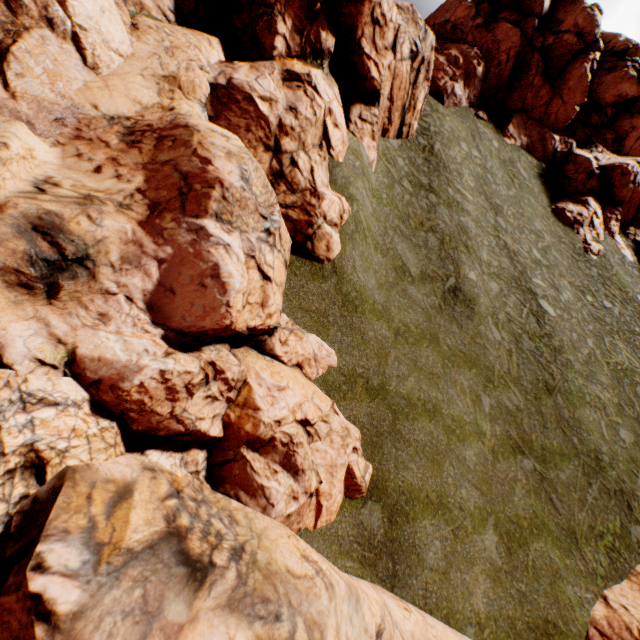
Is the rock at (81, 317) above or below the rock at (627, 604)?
above

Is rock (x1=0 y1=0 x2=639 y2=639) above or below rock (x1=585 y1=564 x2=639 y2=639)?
above

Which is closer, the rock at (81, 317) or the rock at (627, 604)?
the rock at (81, 317)

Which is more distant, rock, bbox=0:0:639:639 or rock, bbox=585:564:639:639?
rock, bbox=585:564:639:639

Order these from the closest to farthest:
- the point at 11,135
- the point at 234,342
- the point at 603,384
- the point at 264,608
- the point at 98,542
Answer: the point at 98,542
the point at 264,608
the point at 11,135
the point at 234,342
the point at 603,384
